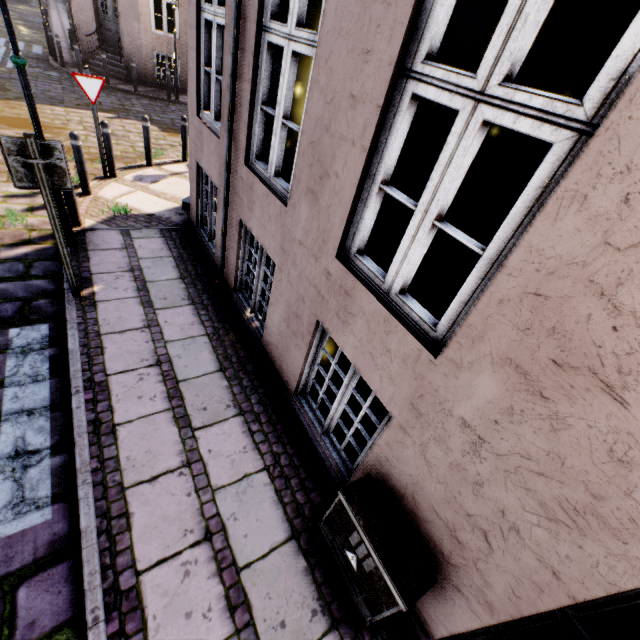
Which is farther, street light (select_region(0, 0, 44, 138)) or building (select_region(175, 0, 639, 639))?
street light (select_region(0, 0, 44, 138))

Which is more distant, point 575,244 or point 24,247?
point 24,247

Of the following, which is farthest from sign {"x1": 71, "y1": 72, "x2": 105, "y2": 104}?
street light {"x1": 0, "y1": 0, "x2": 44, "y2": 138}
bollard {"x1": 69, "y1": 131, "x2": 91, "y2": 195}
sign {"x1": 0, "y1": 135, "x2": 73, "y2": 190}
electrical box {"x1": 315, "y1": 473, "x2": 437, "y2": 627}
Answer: electrical box {"x1": 315, "y1": 473, "x2": 437, "y2": 627}

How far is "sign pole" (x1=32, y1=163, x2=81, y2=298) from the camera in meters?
3.3

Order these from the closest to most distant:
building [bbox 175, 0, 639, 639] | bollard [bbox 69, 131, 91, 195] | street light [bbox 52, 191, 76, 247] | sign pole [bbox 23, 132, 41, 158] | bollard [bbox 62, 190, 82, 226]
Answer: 1. building [bbox 175, 0, 639, 639]
2. sign pole [bbox 23, 132, 41, 158]
3. street light [bbox 52, 191, 76, 247]
4. bollard [bbox 62, 190, 82, 226]
5. bollard [bbox 69, 131, 91, 195]

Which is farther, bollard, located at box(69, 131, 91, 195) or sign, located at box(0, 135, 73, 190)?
bollard, located at box(69, 131, 91, 195)

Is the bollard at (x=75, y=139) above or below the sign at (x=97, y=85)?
below

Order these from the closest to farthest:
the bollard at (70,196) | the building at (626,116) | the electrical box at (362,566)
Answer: the building at (626,116)
the electrical box at (362,566)
the bollard at (70,196)
